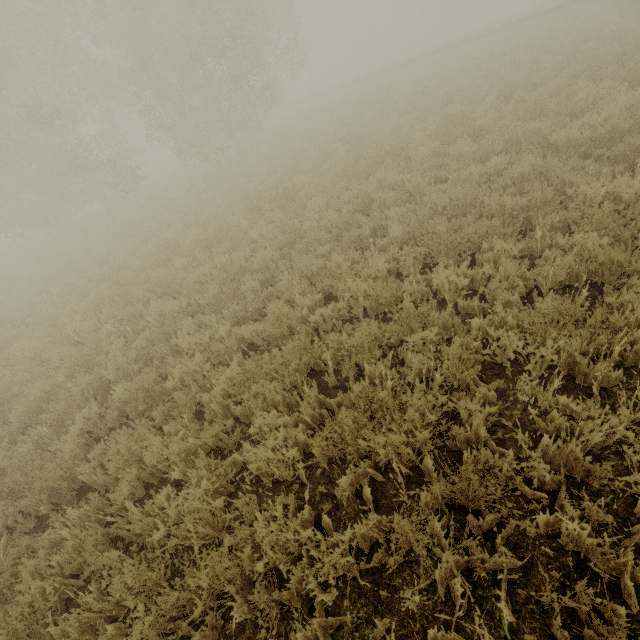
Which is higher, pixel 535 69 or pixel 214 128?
pixel 214 128
